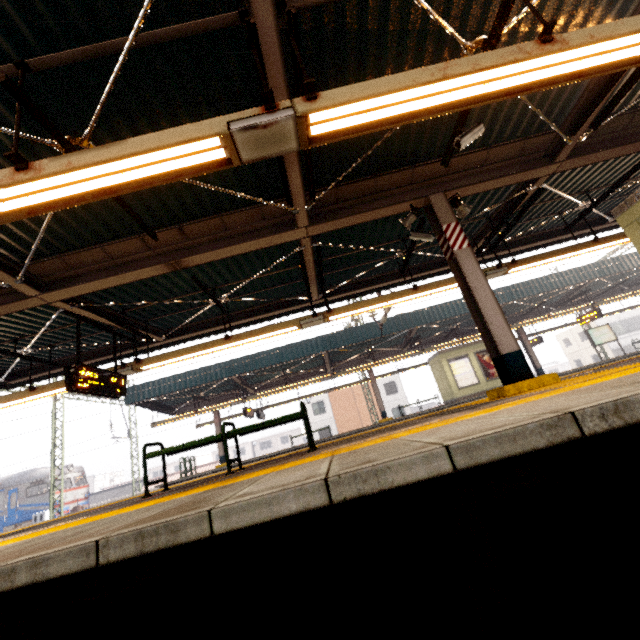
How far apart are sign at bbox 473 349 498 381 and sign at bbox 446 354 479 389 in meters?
0.3

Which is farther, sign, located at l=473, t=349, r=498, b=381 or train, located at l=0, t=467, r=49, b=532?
train, located at l=0, t=467, r=49, b=532

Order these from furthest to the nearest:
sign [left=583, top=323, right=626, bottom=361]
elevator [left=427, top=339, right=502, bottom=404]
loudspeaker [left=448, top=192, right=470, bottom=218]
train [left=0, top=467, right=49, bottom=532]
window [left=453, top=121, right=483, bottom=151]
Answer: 1. train [left=0, top=467, right=49, bottom=532]
2. sign [left=583, top=323, right=626, bottom=361]
3. elevator [left=427, top=339, right=502, bottom=404]
4. loudspeaker [left=448, top=192, right=470, bottom=218]
5. window [left=453, top=121, right=483, bottom=151]

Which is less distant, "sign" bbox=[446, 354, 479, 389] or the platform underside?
the platform underside

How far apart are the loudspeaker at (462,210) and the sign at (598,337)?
19.6m

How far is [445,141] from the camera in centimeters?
540cm

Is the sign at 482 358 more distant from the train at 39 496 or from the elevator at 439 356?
the train at 39 496

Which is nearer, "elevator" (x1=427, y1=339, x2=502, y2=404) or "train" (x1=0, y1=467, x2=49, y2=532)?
"elevator" (x1=427, y1=339, x2=502, y2=404)
